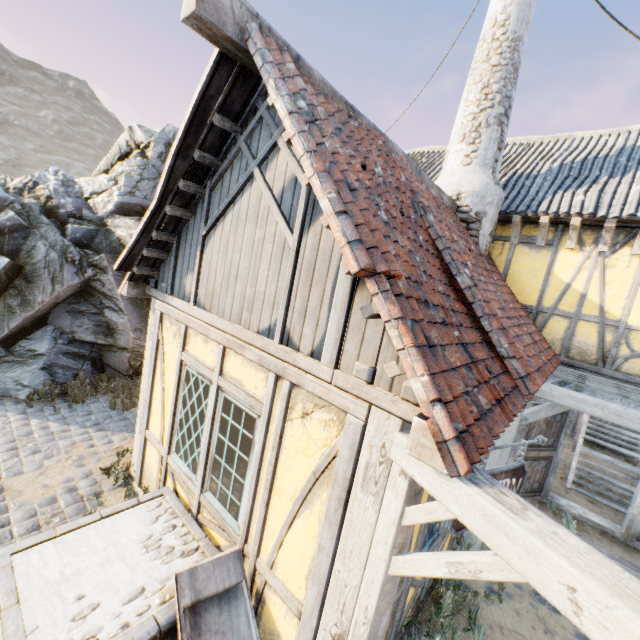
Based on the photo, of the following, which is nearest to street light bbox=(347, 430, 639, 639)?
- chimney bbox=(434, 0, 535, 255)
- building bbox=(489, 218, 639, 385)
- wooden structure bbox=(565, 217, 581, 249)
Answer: building bbox=(489, 218, 639, 385)

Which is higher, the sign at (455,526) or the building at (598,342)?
the building at (598,342)

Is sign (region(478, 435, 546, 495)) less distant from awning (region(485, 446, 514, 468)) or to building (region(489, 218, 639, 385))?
awning (region(485, 446, 514, 468))

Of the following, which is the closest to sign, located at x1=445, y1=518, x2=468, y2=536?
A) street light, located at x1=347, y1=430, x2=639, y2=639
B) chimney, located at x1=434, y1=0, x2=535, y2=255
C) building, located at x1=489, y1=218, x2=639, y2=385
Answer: street light, located at x1=347, y1=430, x2=639, y2=639

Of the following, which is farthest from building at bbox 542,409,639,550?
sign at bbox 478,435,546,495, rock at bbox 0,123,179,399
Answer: rock at bbox 0,123,179,399

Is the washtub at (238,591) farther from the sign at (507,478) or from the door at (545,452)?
the door at (545,452)

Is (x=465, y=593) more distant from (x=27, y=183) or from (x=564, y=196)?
(x=27, y=183)

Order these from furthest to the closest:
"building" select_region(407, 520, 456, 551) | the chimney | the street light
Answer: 1. the chimney
2. "building" select_region(407, 520, 456, 551)
3. the street light
